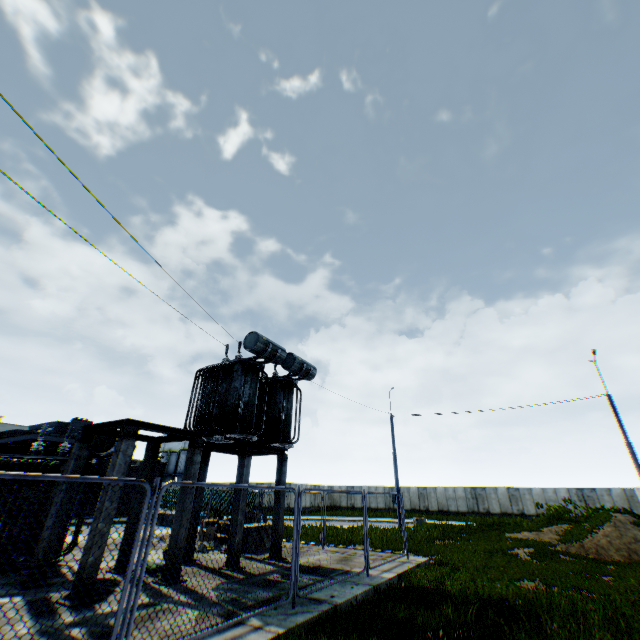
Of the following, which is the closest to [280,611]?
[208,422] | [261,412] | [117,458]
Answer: [117,458]

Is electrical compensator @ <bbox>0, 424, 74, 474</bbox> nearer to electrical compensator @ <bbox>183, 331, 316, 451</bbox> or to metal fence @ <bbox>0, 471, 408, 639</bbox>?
electrical compensator @ <bbox>183, 331, 316, 451</bbox>

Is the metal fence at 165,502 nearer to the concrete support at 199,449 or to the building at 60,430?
the concrete support at 199,449

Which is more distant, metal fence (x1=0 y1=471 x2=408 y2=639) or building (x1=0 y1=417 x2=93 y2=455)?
building (x1=0 y1=417 x2=93 y2=455)

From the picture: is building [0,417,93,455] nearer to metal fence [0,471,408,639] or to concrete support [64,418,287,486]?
metal fence [0,471,408,639]

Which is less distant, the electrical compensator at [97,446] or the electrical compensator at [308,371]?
the electrical compensator at [97,446]

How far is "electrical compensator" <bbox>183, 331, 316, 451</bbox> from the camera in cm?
1153

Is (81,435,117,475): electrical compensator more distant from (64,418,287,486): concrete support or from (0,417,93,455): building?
(0,417,93,455): building
